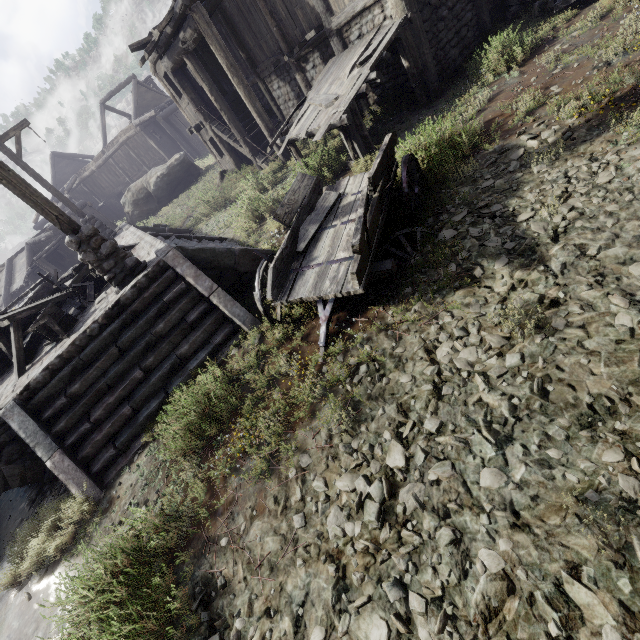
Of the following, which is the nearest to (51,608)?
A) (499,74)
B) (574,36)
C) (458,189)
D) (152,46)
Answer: (458,189)

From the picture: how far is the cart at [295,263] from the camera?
4.2 meters

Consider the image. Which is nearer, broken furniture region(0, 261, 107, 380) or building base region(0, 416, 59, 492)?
building base region(0, 416, 59, 492)

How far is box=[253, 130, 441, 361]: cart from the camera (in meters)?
4.23

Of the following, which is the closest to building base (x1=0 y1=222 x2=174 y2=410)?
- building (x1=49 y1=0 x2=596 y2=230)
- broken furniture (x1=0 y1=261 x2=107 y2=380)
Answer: broken furniture (x1=0 y1=261 x2=107 y2=380)

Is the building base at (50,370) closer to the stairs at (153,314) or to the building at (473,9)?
the stairs at (153,314)

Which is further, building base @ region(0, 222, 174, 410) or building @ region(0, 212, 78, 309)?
building @ region(0, 212, 78, 309)

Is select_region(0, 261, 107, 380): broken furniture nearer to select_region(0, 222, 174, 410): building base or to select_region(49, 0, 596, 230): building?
select_region(0, 222, 174, 410): building base
